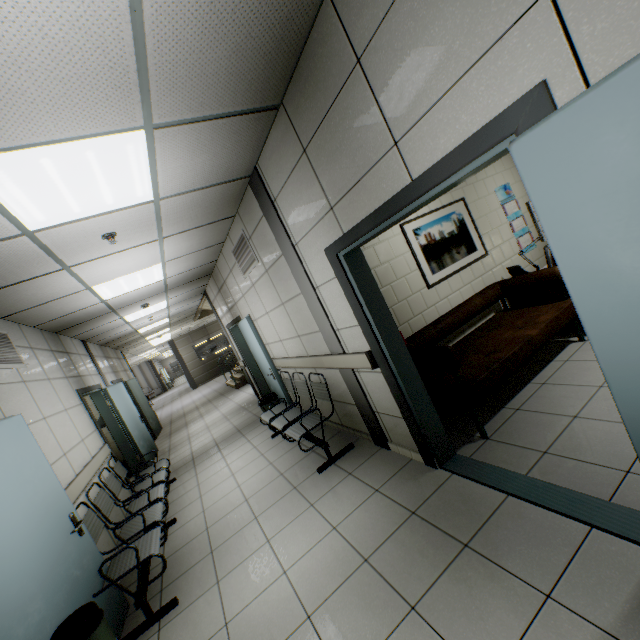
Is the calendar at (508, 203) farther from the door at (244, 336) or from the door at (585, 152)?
the door at (244, 336)

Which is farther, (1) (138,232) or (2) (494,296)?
(2) (494,296)

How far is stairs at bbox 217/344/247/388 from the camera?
12.1m

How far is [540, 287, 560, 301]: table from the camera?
3.96m

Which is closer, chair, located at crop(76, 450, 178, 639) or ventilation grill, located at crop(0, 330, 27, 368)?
chair, located at crop(76, 450, 178, 639)

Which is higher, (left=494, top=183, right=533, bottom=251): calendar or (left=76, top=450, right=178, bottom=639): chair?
(left=494, top=183, right=533, bottom=251): calendar

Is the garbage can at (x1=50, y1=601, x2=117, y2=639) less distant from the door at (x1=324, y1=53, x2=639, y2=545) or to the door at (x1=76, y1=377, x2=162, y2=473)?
the door at (x1=324, y1=53, x2=639, y2=545)

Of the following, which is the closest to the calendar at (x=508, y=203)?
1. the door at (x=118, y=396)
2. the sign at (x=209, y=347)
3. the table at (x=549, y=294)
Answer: the table at (x=549, y=294)
